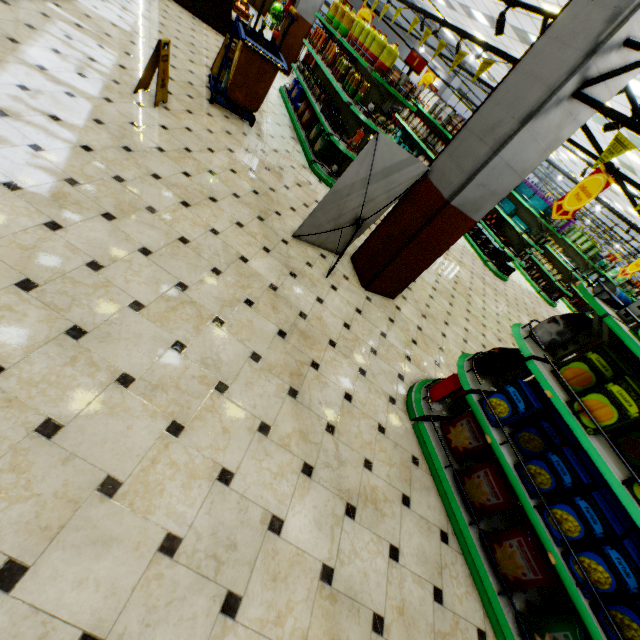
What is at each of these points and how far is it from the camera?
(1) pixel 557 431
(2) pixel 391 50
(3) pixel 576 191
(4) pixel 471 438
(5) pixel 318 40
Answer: (1) boxed food, 2.6m
(2) frying oil, 5.4m
(3) sign, 4.4m
(4) packaged food, 3.1m
(5) cooking oil, 7.8m

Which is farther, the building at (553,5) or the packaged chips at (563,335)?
the building at (553,5)

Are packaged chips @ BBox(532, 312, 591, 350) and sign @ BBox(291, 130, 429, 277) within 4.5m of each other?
yes

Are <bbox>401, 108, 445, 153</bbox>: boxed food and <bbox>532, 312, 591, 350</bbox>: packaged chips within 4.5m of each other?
no

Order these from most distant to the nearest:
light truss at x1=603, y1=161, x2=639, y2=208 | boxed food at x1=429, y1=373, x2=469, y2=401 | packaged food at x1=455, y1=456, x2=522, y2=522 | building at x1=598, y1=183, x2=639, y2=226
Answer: building at x1=598, y1=183, x2=639, y2=226, light truss at x1=603, y1=161, x2=639, y2=208, boxed food at x1=429, y1=373, x2=469, y2=401, packaged food at x1=455, y1=456, x2=522, y2=522

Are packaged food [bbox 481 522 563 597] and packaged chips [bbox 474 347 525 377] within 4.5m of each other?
yes

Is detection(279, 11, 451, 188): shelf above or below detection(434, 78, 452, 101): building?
below

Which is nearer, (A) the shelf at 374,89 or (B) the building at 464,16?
(A) the shelf at 374,89
